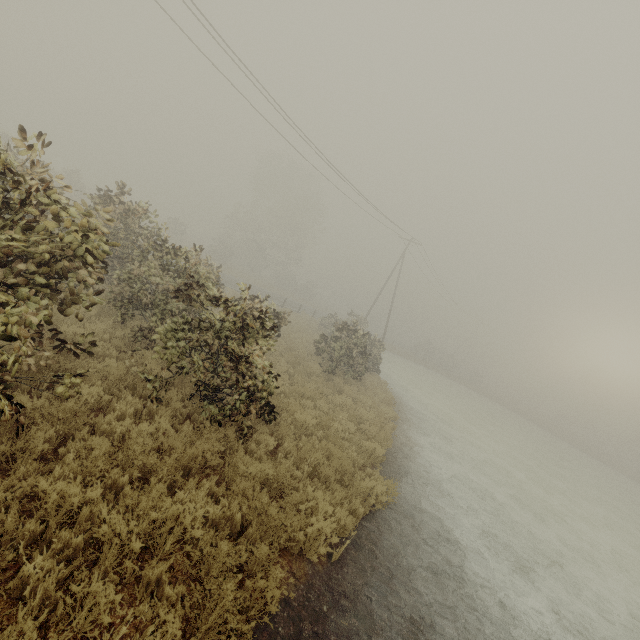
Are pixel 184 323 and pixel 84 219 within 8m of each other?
yes
